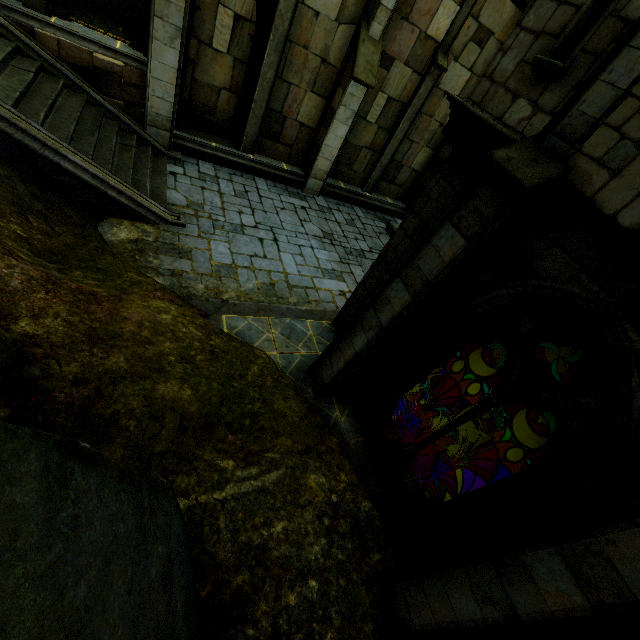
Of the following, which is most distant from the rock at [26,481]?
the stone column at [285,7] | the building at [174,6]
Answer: the stone column at [285,7]

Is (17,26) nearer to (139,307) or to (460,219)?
(139,307)

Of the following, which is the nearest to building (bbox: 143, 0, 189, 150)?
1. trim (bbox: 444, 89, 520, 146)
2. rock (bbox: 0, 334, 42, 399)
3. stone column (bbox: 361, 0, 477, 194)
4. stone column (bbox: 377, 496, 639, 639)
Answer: stone column (bbox: 361, 0, 477, 194)

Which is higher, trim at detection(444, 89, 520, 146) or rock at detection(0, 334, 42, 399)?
trim at detection(444, 89, 520, 146)

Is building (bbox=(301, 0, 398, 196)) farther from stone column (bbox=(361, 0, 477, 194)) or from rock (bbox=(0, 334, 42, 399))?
rock (bbox=(0, 334, 42, 399))

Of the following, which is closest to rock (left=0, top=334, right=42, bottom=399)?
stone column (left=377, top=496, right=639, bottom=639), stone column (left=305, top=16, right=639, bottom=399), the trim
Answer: stone column (left=377, top=496, right=639, bottom=639)

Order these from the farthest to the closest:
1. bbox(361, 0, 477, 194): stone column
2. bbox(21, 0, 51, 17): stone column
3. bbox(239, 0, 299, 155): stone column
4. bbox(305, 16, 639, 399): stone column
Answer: bbox(361, 0, 477, 194): stone column
bbox(239, 0, 299, 155): stone column
bbox(21, 0, 51, 17): stone column
bbox(305, 16, 639, 399): stone column

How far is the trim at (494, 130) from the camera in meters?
4.4 m
